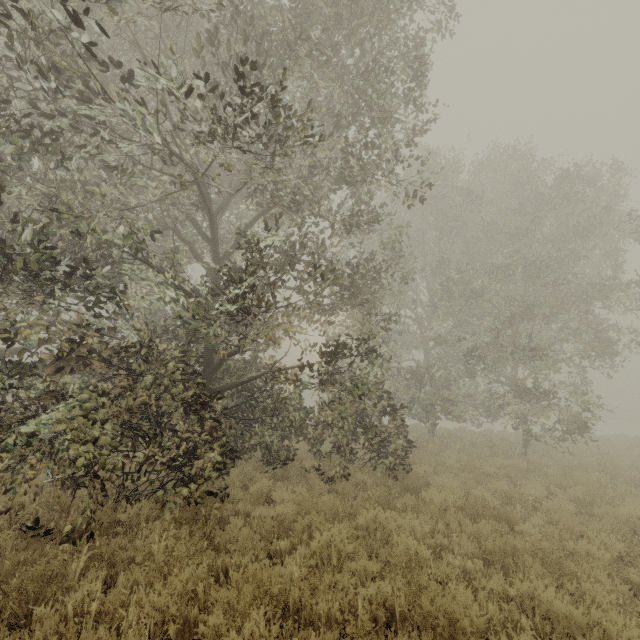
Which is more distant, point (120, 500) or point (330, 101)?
point (330, 101)
